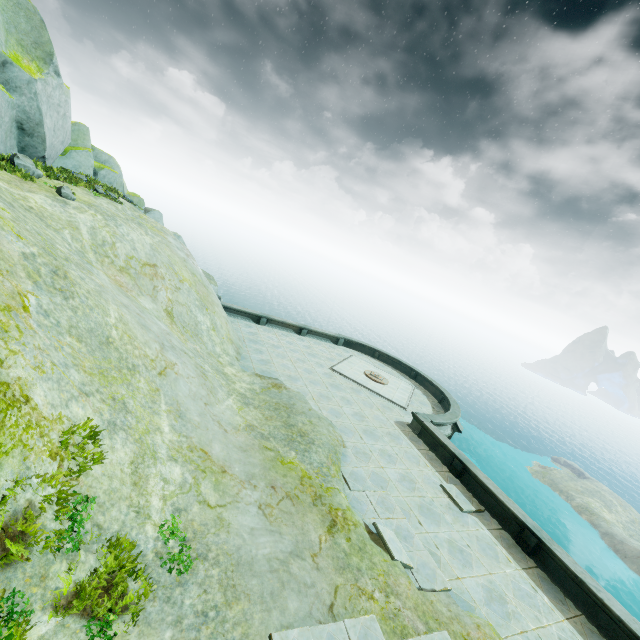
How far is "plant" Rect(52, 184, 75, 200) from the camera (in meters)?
12.84

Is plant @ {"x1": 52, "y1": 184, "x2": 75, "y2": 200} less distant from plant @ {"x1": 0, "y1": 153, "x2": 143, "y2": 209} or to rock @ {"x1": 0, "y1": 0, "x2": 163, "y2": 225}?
plant @ {"x1": 0, "y1": 153, "x2": 143, "y2": 209}

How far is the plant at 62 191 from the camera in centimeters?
1284cm

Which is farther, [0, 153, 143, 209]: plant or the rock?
the rock

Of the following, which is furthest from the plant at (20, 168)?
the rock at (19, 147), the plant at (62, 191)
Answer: the plant at (62, 191)

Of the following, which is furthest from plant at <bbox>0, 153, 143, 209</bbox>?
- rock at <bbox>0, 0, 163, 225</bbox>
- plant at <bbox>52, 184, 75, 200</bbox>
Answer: plant at <bbox>52, 184, 75, 200</bbox>

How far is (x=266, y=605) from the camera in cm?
633
